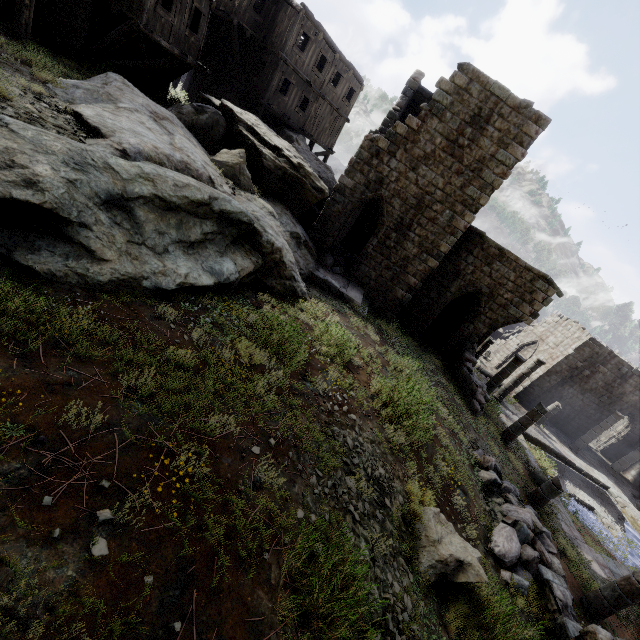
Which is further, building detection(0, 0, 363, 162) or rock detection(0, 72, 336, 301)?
building detection(0, 0, 363, 162)

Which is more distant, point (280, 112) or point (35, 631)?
point (280, 112)

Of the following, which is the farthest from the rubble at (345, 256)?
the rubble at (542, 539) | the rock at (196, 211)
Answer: the rubble at (542, 539)

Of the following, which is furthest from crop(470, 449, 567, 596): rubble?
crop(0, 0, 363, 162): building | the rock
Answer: the rock

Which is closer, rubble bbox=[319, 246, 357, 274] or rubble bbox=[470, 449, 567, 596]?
rubble bbox=[470, 449, 567, 596]

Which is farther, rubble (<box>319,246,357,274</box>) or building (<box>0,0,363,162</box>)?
rubble (<box>319,246,357,274</box>)

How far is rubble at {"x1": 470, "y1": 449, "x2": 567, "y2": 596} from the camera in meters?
7.8

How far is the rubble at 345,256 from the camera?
15.9m
